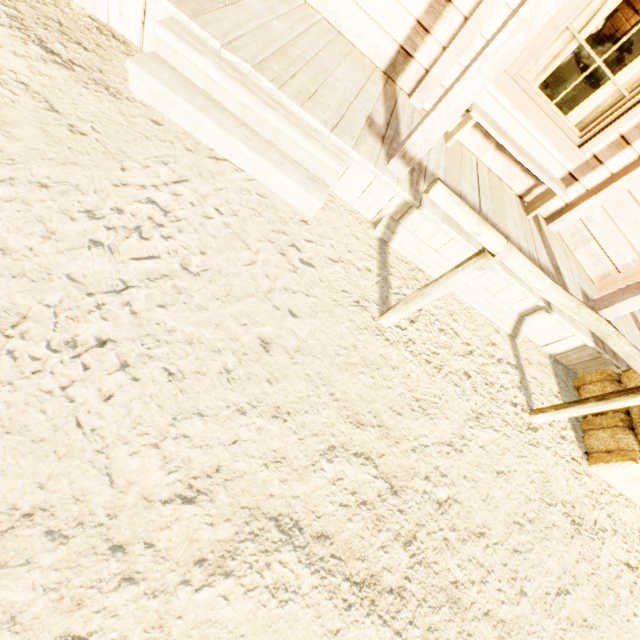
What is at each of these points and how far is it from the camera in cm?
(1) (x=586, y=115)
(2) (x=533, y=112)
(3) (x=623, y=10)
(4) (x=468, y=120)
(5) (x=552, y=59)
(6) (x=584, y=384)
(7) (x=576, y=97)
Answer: (1) curtain, 386
(2) widow, 371
(3) building, 966
(4) bench, 362
(5) curtain, 355
(6) hay bale, 355
(7) building, 1009

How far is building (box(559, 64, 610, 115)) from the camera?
9.95m

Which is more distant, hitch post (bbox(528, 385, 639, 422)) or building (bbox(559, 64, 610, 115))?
building (bbox(559, 64, 610, 115))

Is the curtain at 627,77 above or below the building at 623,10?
below

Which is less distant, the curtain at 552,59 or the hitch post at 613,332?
the hitch post at 613,332

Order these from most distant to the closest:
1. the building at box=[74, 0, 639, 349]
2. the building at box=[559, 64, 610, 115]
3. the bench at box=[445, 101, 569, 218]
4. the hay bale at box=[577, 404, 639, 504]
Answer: the building at box=[559, 64, 610, 115] < the bench at box=[445, 101, 569, 218] < the hay bale at box=[577, 404, 639, 504] < the building at box=[74, 0, 639, 349]

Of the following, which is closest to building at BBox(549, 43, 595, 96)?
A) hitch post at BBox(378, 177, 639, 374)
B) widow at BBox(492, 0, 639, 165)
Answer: widow at BBox(492, 0, 639, 165)

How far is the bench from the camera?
3.6 meters
